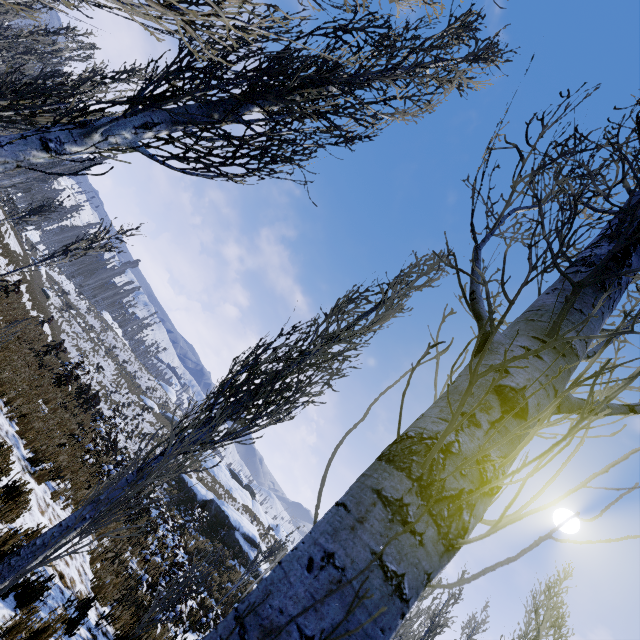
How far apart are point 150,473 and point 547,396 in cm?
319

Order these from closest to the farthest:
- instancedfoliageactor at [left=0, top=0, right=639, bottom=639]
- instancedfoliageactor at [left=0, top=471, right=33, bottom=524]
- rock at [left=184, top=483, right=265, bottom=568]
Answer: instancedfoliageactor at [left=0, top=0, right=639, bottom=639]
instancedfoliageactor at [left=0, top=471, right=33, bottom=524]
rock at [left=184, top=483, right=265, bottom=568]

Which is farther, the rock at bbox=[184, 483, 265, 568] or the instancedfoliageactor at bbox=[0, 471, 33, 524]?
the rock at bbox=[184, 483, 265, 568]

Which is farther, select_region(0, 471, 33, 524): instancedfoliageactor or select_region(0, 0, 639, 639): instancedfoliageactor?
select_region(0, 471, 33, 524): instancedfoliageactor

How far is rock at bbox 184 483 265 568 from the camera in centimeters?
2328cm

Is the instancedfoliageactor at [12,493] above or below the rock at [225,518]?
below

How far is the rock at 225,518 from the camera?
23.28m
